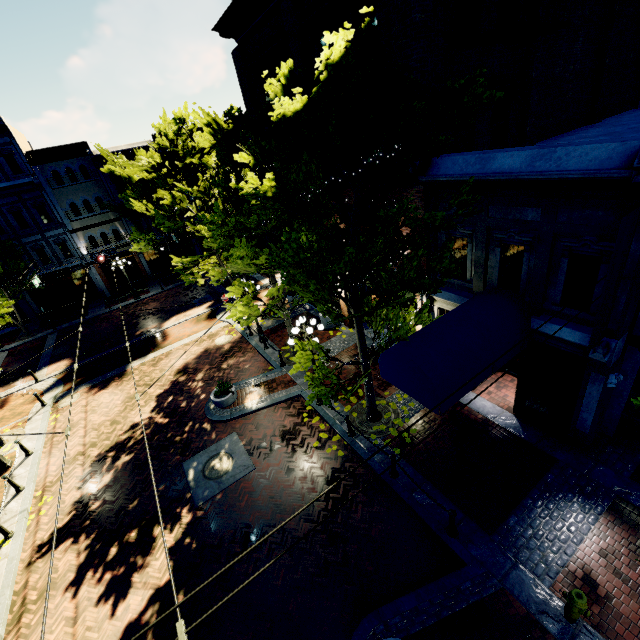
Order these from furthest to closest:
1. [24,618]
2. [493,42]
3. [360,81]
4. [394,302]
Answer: [493,42] → [24,618] → [394,302] → [360,81]

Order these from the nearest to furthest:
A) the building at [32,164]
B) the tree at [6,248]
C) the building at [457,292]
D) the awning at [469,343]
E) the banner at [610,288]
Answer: the banner at [610,288] < the building at [457,292] < the awning at [469,343] < the tree at [6,248] < the building at [32,164]

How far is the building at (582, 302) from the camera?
7.26m

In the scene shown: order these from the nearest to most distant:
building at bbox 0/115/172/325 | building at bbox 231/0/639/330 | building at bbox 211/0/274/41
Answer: building at bbox 231/0/639/330 → building at bbox 211/0/274/41 → building at bbox 0/115/172/325

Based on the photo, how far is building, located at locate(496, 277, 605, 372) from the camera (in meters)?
7.26

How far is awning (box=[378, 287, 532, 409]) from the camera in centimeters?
720cm

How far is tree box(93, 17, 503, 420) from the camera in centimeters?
607cm

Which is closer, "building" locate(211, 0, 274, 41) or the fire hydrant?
the fire hydrant
